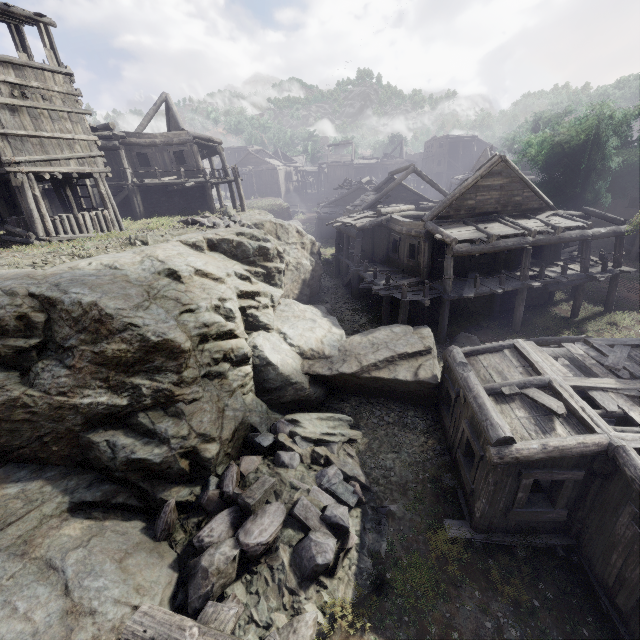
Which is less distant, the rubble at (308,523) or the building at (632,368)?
the rubble at (308,523)

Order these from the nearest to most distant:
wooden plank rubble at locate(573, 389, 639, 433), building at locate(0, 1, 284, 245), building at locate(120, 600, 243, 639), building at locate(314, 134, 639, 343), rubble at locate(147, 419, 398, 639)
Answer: building at locate(120, 600, 243, 639) < rubble at locate(147, 419, 398, 639) < wooden plank rubble at locate(573, 389, 639, 433) < building at locate(0, 1, 284, 245) < building at locate(314, 134, 639, 343)

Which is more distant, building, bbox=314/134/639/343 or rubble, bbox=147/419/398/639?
building, bbox=314/134/639/343

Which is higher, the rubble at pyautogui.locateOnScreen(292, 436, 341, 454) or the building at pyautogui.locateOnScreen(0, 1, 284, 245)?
the building at pyautogui.locateOnScreen(0, 1, 284, 245)

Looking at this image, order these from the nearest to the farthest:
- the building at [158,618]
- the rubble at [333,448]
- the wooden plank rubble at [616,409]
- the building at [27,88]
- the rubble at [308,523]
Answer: the building at [158,618] < the rubble at [308,523] < the wooden plank rubble at [616,409] < the rubble at [333,448] < the building at [27,88]

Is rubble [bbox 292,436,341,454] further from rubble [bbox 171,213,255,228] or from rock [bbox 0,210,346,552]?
rubble [bbox 171,213,255,228]

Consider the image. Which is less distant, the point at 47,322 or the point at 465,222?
the point at 47,322
